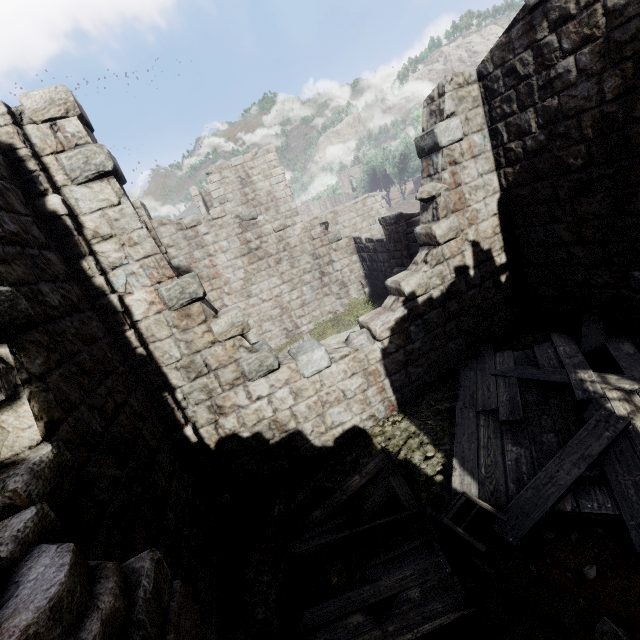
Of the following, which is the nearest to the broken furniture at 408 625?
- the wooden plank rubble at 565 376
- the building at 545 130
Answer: the wooden plank rubble at 565 376

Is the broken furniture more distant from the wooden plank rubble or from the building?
the building

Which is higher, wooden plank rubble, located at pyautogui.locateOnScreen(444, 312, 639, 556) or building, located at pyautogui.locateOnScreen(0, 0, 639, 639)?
building, located at pyautogui.locateOnScreen(0, 0, 639, 639)

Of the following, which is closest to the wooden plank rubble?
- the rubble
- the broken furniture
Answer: the broken furniture

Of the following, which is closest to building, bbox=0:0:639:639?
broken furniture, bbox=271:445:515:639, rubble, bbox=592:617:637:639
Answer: rubble, bbox=592:617:637:639

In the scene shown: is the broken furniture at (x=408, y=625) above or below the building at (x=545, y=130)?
below

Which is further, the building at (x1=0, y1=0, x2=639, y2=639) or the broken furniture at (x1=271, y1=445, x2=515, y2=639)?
the broken furniture at (x1=271, y1=445, x2=515, y2=639)

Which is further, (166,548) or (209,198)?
(209,198)
